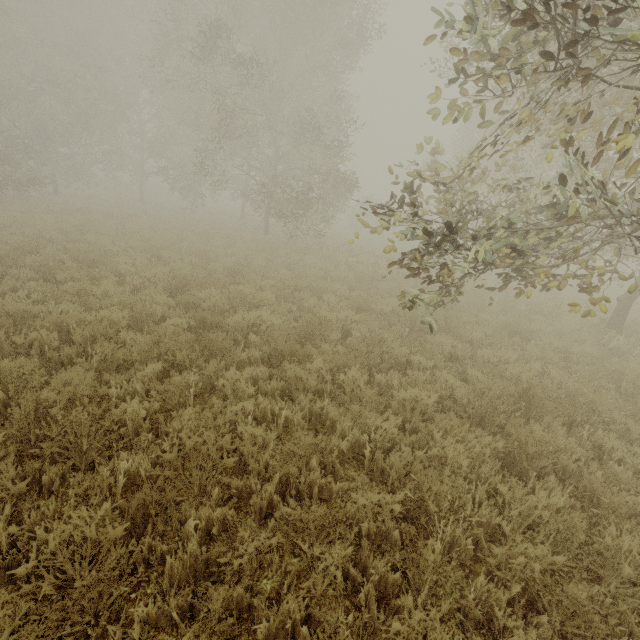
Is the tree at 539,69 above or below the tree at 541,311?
above

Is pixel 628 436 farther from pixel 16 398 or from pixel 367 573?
pixel 16 398

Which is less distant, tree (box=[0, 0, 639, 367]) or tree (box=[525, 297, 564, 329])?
tree (box=[0, 0, 639, 367])

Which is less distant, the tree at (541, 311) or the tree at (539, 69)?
the tree at (539, 69)

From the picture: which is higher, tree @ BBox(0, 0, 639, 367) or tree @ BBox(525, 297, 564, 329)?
tree @ BBox(0, 0, 639, 367)

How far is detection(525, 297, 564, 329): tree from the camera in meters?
9.6 m
